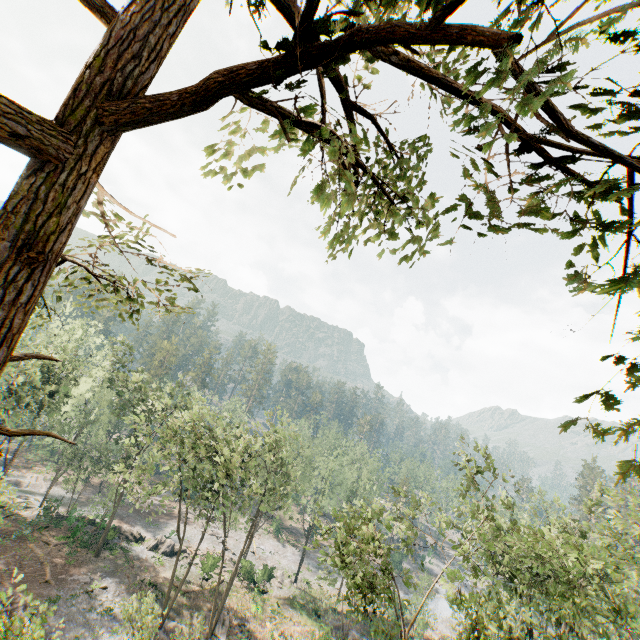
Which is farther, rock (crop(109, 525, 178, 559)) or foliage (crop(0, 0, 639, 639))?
rock (crop(109, 525, 178, 559))

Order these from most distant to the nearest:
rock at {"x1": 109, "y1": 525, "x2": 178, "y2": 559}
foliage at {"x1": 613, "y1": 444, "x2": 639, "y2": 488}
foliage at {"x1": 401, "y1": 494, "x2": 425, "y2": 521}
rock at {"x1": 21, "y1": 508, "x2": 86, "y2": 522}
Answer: rock at {"x1": 109, "y1": 525, "x2": 178, "y2": 559} → rock at {"x1": 21, "y1": 508, "x2": 86, "y2": 522} → foliage at {"x1": 401, "y1": 494, "x2": 425, "y2": 521} → foliage at {"x1": 613, "y1": 444, "x2": 639, "y2": 488}

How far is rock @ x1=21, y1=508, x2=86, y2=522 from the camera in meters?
36.8

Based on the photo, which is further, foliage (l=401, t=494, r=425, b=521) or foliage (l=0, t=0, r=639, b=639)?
foliage (l=401, t=494, r=425, b=521)

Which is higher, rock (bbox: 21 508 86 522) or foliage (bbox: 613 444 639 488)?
foliage (bbox: 613 444 639 488)

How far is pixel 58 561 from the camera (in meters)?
31.89

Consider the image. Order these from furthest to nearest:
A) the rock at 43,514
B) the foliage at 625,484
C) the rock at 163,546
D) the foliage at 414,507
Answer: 1. the rock at 163,546
2. the rock at 43,514
3. the foliage at 414,507
4. the foliage at 625,484

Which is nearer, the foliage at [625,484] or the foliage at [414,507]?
the foliage at [625,484]
